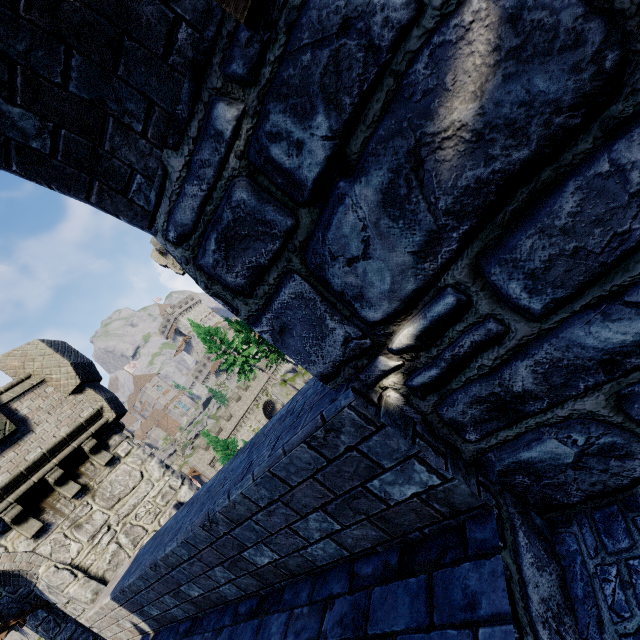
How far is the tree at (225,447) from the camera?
29.4m

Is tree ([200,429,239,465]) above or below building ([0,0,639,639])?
below

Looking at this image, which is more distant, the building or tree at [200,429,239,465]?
tree at [200,429,239,465]

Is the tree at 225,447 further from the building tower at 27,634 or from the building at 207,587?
the building tower at 27,634

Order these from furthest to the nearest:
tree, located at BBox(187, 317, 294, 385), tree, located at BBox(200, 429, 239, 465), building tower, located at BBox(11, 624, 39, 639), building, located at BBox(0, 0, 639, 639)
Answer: tree, located at BBox(187, 317, 294, 385)
building tower, located at BBox(11, 624, 39, 639)
tree, located at BBox(200, 429, 239, 465)
building, located at BBox(0, 0, 639, 639)

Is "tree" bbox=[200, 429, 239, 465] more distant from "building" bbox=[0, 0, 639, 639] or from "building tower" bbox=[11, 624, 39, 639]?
"building tower" bbox=[11, 624, 39, 639]

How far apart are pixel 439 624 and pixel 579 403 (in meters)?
1.30

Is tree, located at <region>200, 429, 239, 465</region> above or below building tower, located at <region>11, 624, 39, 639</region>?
below
